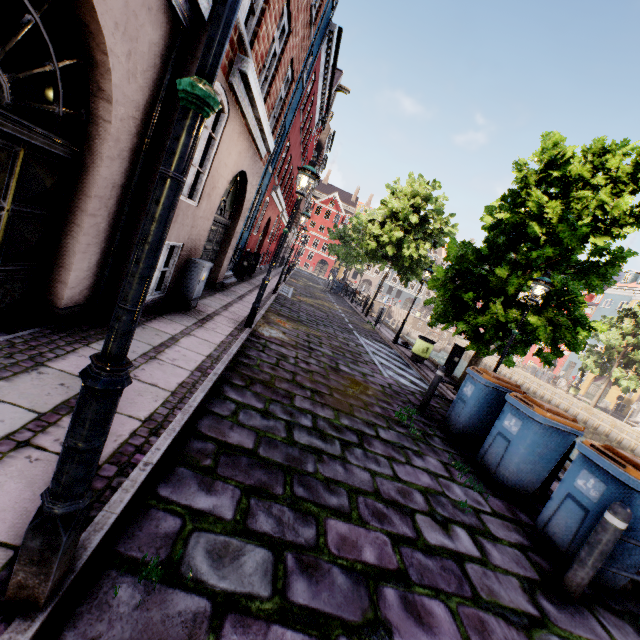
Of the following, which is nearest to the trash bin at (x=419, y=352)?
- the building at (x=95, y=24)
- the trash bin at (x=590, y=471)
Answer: the building at (x=95, y=24)

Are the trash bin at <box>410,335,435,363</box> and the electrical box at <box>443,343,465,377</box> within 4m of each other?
yes

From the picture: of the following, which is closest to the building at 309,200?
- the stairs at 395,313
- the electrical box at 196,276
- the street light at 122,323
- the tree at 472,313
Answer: the electrical box at 196,276

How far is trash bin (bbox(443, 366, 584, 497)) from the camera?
4.7 meters

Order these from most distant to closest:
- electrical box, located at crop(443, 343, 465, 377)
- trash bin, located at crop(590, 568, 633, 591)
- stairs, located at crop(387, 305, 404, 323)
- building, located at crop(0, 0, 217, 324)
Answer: stairs, located at crop(387, 305, 404, 323)
electrical box, located at crop(443, 343, 465, 377)
trash bin, located at crop(590, 568, 633, 591)
building, located at crop(0, 0, 217, 324)

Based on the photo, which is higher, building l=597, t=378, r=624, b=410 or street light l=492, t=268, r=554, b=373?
street light l=492, t=268, r=554, b=373

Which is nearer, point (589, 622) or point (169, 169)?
point (169, 169)
